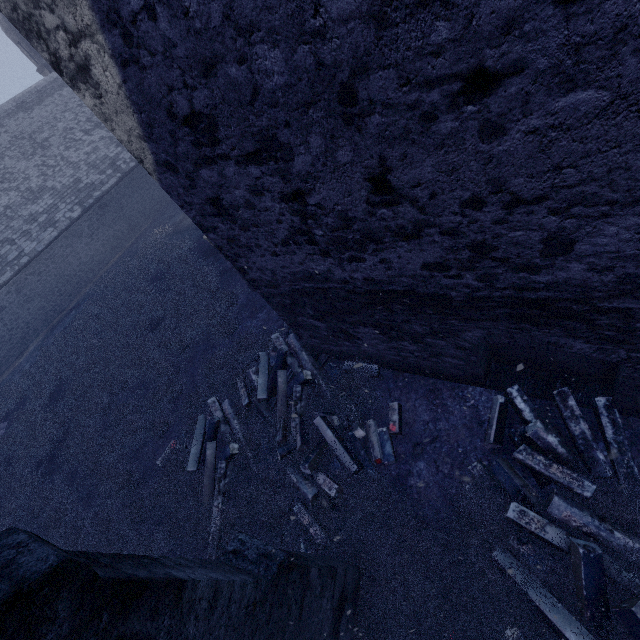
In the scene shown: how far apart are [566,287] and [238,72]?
3.2 meters

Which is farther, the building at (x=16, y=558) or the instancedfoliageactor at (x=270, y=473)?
the instancedfoliageactor at (x=270, y=473)

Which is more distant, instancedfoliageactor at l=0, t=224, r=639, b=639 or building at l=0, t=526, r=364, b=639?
instancedfoliageactor at l=0, t=224, r=639, b=639

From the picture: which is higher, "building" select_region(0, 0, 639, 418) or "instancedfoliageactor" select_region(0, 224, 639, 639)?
"building" select_region(0, 0, 639, 418)
